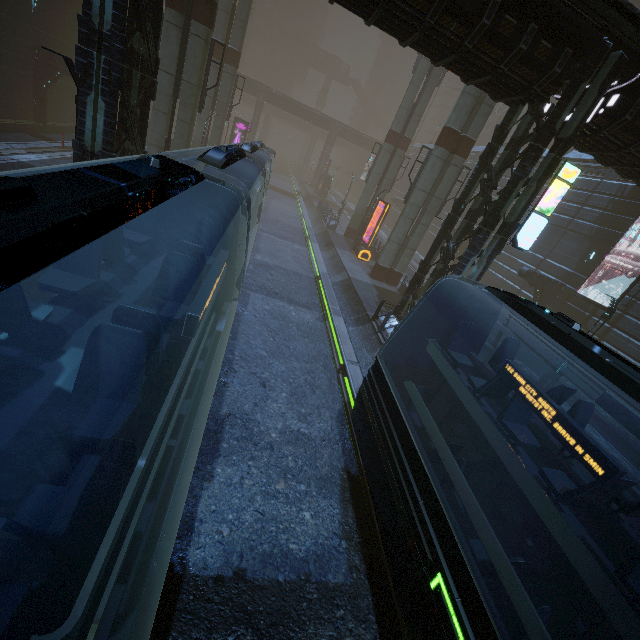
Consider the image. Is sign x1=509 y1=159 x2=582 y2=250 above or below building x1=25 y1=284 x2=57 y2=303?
above

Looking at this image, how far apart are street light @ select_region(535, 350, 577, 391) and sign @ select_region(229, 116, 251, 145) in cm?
4199

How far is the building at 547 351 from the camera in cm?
2221

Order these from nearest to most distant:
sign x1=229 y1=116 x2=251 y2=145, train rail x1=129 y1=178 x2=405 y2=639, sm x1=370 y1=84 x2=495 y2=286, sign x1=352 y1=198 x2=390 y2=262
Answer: train rail x1=129 y1=178 x2=405 y2=639, sm x1=370 y1=84 x2=495 y2=286, sign x1=352 y1=198 x2=390 y2=262, sign x1=229 y1=116 x2=251 y2=145

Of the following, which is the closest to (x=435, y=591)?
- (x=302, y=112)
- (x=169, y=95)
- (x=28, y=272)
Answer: (x=28, y=272)

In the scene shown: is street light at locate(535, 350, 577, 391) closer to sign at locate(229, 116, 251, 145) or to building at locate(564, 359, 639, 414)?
building at locate(564, 359, 639, 414)

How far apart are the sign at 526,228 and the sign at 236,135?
39.77m

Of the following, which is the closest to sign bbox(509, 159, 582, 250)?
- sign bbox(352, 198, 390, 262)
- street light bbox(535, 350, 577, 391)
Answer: street light bbox(535, 350, 577, 391)
